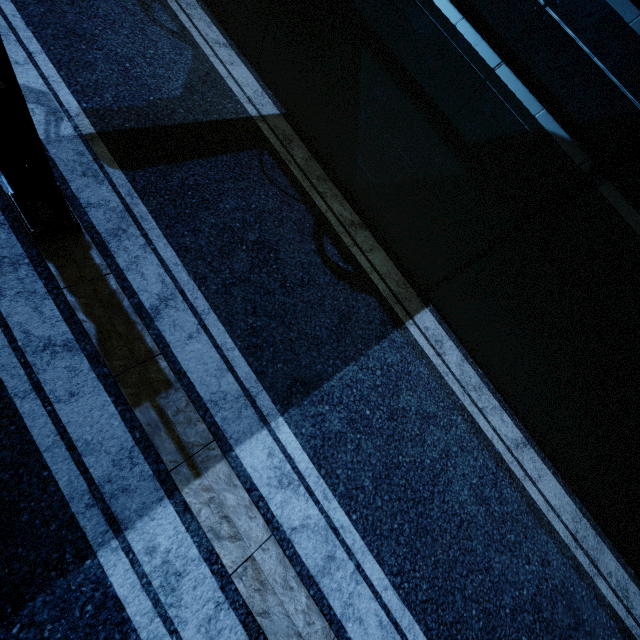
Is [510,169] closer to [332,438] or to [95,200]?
[332,438]

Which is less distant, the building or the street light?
the street light

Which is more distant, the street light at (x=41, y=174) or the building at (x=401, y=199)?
the building at (x=401, y=199)
